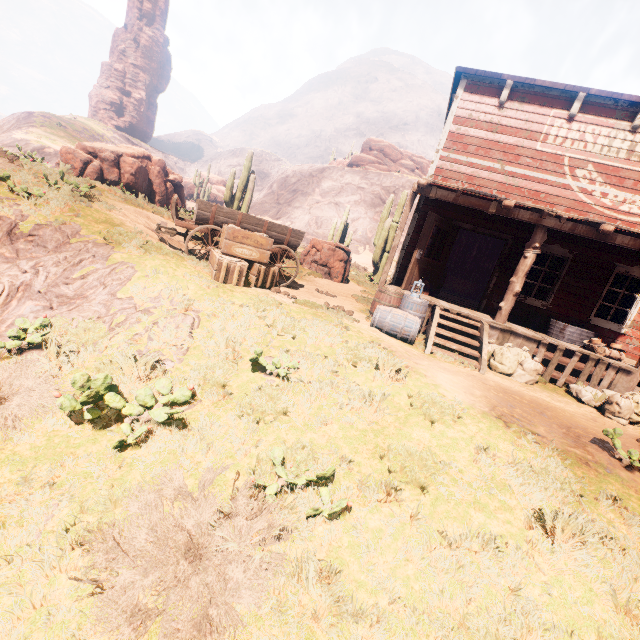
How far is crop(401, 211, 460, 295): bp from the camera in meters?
8.8 m

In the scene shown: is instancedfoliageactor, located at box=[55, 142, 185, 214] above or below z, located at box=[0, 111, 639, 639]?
above

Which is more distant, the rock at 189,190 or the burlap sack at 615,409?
the rock at 189,190

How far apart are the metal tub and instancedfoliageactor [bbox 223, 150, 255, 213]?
14.4m

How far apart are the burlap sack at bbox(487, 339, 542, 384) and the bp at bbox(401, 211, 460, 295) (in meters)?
2.51

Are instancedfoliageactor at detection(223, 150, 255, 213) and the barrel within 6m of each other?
no

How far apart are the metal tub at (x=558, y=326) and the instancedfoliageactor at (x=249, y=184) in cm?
1435

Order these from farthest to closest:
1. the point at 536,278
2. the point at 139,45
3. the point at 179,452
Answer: the point at 139,45 < the point at 536,278 < the point at 179,452
